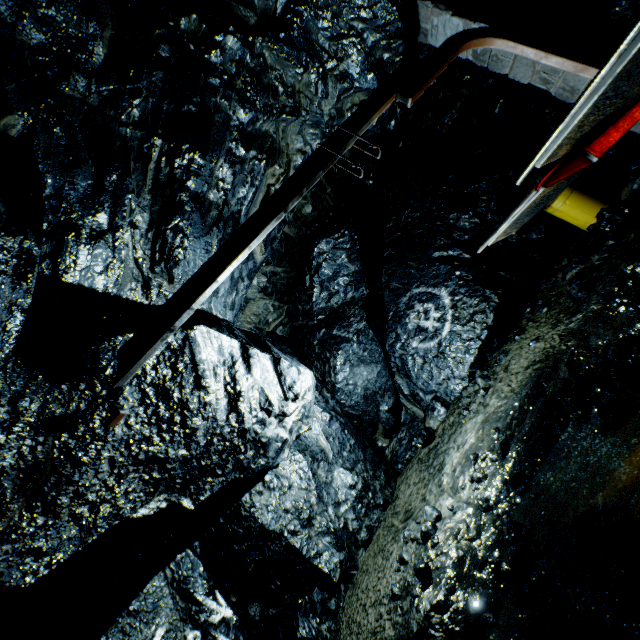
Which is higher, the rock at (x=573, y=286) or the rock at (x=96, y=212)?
the rock at (x=96, y=212)

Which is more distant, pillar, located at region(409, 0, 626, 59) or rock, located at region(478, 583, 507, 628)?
pillar, located at region(409, 0, 626, 59)

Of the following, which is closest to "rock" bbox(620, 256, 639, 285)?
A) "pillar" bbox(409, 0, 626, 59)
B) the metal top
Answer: "pillar" bbox(409, 0, 626, 59)

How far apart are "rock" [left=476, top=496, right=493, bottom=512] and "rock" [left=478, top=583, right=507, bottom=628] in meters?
0.6 m

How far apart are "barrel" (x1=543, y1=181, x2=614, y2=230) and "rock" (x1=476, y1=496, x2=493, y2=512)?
6.9m

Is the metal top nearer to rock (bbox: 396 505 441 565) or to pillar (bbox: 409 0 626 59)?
rock (bbox: 396 505 441 565)

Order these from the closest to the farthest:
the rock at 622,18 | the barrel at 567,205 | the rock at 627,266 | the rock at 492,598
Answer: the rock at 492,598, the rock at 622,18, the rock at 627,266, the barrel at 567,205

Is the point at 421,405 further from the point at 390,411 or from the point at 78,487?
the point at 78,487
